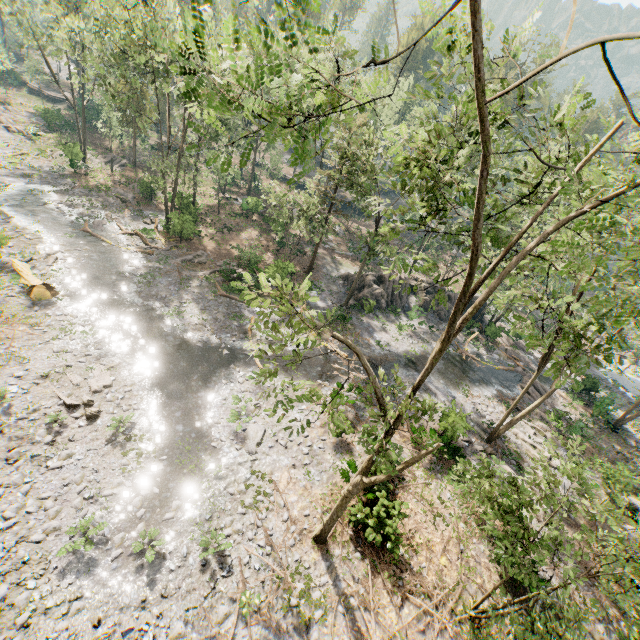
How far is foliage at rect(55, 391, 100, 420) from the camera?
15.2m

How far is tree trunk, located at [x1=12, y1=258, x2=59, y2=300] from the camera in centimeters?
→ 1970cm

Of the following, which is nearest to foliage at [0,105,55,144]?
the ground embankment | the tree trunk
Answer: the ground embankment

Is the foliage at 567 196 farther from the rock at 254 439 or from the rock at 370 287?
the rock at 254 439

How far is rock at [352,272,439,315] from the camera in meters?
33.2 m

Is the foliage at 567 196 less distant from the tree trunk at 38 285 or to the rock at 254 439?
the tree trunk at 38 285

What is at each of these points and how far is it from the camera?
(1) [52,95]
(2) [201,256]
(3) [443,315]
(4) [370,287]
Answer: (1) ground embankment, 55.5m
(2) foliage, 30.2m
(3) rock, 36.8m
(4) rock, 33.8m
